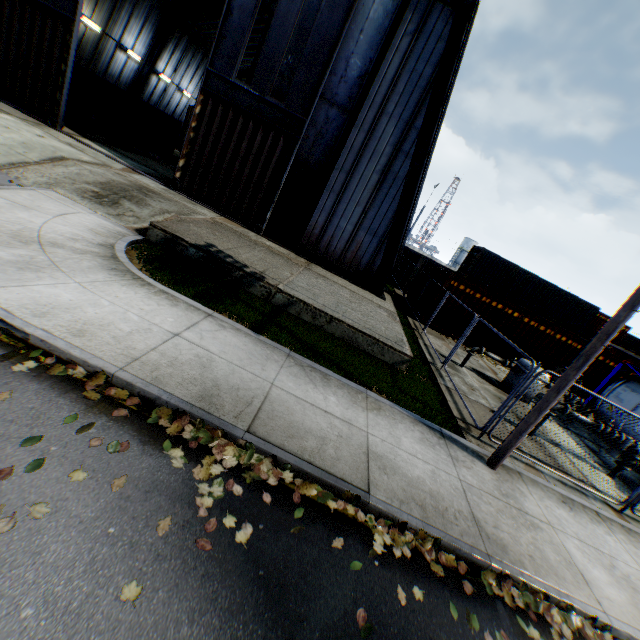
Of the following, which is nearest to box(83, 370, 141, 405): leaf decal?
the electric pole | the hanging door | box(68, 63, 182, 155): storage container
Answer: the electric pole

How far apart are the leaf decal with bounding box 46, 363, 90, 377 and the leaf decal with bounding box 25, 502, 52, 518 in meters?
1.2 m

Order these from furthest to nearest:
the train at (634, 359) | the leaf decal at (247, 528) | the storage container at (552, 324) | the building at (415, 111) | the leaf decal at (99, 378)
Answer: the train at (634, 359) < the storage container at (552, 324) < the building at (415, 111) < the leaf decal at (99, 378) < the leaf decal at (247, 528)

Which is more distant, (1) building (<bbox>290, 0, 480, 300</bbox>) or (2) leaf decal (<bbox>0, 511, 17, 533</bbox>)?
(1) building (<bbox>290, 0, 480, 300</bbox>)

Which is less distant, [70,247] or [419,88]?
[70,247]

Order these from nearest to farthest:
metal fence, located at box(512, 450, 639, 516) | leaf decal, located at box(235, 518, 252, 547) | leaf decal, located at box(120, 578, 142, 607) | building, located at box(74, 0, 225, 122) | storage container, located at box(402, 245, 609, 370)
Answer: leaf decal, located at box(120, 578, 142, 607) < leaf decal, located at box(235, 518, 252, 547) < metal fence, located at box(512, 450, 639, 516) < storage container, located at box(402, 245, 609, 370) < building, located at box(74, 0, 225, 122)

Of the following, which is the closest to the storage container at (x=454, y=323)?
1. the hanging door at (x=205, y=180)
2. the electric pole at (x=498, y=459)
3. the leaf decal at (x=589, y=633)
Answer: the hanging door at (x=205, y=180)

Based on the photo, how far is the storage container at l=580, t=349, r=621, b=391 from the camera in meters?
15.8 m
